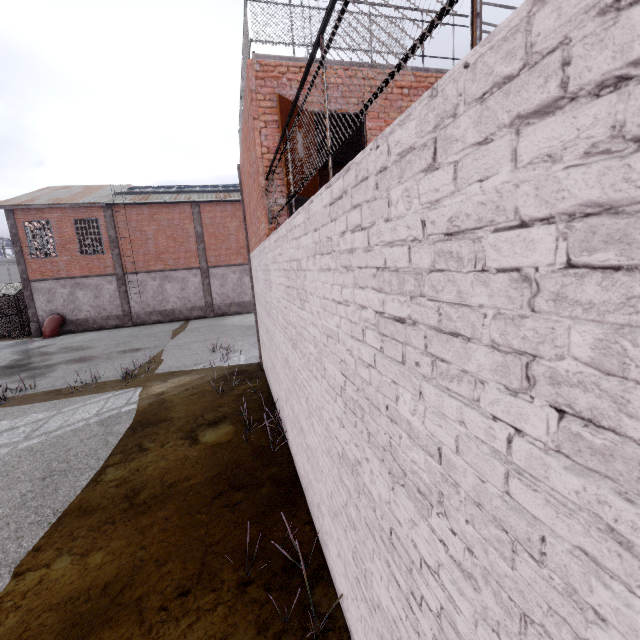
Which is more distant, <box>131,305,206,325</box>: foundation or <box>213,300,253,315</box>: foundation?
<box>213,300,253,315</box>: foundation

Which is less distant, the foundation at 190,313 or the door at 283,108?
the door at 283,108

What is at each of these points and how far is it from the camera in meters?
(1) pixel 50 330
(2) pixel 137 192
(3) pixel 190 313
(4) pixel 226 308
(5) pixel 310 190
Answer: (1) pipe, 22.0
(2) window, 25.3
(3) foundation, 25.6
(4) foundation, 26.3
(5) door, 5.9

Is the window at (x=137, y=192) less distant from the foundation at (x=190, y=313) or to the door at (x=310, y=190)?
the foundation at (x=190, y=313)

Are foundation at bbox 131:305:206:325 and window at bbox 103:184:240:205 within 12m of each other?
yes

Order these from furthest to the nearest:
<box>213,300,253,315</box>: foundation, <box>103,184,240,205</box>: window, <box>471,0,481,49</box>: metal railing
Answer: <box>213,300,253,315</box>: foundation
<box>103,184,240,205</box>: window
<box>471,0,481,49</box>: metal railing

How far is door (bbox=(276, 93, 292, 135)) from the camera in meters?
5.1

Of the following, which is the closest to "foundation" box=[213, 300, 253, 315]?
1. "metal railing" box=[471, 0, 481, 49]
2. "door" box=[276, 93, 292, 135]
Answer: "metal railing" box=[471, 0, 481, 49]
